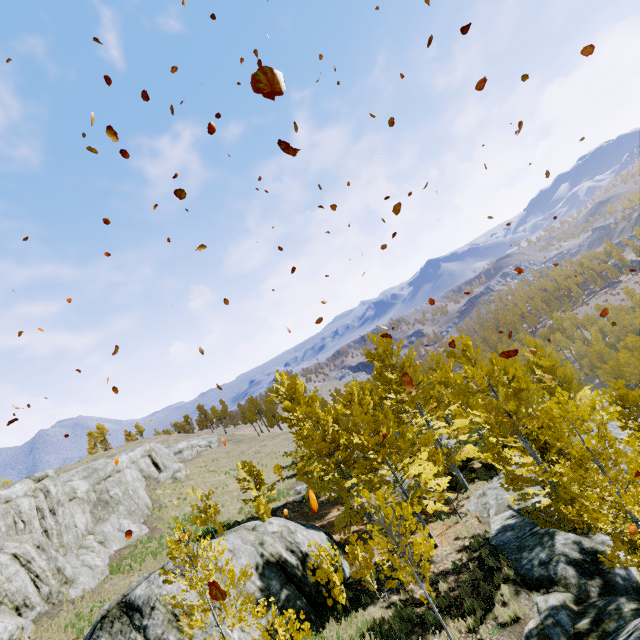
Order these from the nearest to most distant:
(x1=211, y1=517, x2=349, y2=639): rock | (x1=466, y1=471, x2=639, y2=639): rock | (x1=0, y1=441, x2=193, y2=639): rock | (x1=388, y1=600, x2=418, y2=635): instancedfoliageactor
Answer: (x1=466, y1=471, x2=639, y2=639): rock < (x1=388, y1=600, x2=418, y2=635): instancedfoliageactor < (x1=211, y1=517, x2=349, y2=639): rock < (x1=0, y1=441, x2=193, y2=639): rock

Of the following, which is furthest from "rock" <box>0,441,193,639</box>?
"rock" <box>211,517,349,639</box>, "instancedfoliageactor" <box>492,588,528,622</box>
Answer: "rock" <box>211,517,349,639</box>

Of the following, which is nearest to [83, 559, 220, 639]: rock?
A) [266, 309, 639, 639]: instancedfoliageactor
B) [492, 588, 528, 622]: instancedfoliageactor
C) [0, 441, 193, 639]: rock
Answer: [266, 309, 639, 639]: instancedfoliageactor

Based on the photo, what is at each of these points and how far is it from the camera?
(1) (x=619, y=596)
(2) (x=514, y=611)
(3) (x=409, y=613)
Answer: (1) rock, 8.7m
(2) instancedfoliageactor, 9.4m
(3) instancedfoliageactor, 10.3m

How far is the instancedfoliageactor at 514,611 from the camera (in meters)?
9.30

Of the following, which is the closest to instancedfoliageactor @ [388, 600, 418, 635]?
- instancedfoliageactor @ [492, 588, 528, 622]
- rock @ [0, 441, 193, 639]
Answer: rock @ [0, 441, 193, 639]

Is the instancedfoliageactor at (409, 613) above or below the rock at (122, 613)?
below

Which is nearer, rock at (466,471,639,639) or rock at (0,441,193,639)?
rock at (466,471,639,639)
